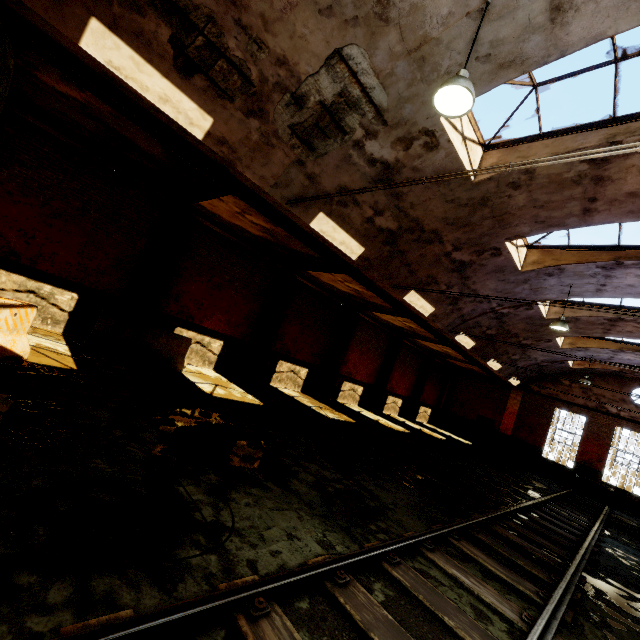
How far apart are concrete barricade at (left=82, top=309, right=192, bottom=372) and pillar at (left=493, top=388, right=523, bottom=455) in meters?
23.7 m

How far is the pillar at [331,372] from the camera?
17.0m

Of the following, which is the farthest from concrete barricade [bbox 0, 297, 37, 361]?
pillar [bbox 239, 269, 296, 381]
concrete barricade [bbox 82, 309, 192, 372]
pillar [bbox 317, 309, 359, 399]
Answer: pillar [bbox 317, 309, 359, 399]

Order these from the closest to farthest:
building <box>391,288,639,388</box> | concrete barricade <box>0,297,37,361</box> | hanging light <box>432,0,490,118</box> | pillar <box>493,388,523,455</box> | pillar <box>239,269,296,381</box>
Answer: hanging light <box>432,0,490,118</box> → concrete barricade <box>0,297,37,361</box> → building <box>391,288,639,388</box> → pillar <box>239,269,296,381</box> → pillar <box>493,388,523,455</box>

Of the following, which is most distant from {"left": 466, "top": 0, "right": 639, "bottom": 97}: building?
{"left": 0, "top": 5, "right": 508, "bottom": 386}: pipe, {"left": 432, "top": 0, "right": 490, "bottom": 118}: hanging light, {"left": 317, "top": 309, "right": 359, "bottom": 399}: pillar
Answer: {"left": 317, "top": 309, "right": 359, "bottom": 399}: pillar

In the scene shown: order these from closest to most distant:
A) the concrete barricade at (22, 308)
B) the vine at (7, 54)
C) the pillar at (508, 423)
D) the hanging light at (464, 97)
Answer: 1. the hanging light at (464, 97)
2. the vine at (7, 54)
3. the concrete barricade at (22, 308)
4. the pillar at (508, 423)

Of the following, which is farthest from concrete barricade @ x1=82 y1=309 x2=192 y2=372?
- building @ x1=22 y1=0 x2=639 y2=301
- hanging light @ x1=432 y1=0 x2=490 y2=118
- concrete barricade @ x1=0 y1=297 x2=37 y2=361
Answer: hanging light @ x1=432 y1=0 x2=490 y2=118

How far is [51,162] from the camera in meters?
8.6
